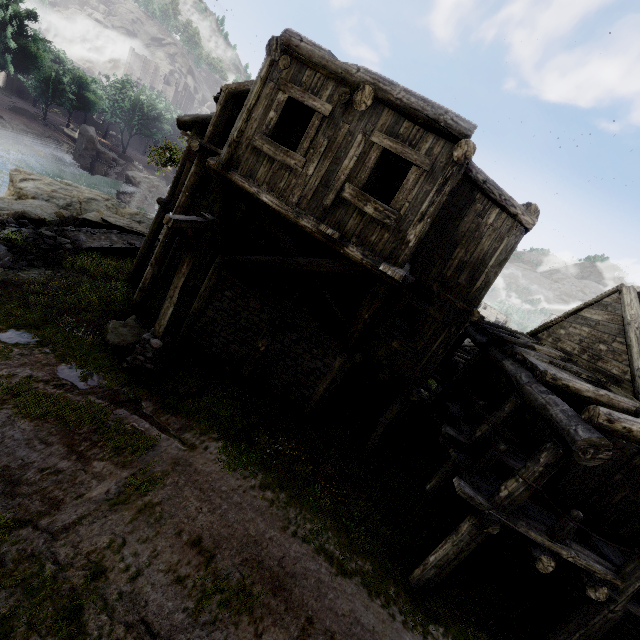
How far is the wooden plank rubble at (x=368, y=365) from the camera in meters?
18.9 m

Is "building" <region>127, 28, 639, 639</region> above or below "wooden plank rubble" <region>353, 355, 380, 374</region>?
above

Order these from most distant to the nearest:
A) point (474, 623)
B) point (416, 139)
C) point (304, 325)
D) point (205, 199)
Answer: point (205, 199)
point (304, 325)
point (474, 623)
point (416, 139)

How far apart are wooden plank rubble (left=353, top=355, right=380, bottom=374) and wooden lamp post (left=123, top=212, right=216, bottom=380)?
11.9m

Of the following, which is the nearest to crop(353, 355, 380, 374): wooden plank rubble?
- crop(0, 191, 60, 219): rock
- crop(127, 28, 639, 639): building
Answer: crop(127, 28, 639, 639): building

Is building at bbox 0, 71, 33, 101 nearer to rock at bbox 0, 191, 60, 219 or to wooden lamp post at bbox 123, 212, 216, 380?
wooden lamp post at bbox 123, 212, 216, 380

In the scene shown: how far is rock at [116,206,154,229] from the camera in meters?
24.6

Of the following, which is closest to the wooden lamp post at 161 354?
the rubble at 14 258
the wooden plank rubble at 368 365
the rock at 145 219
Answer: the rubble at 14 258
